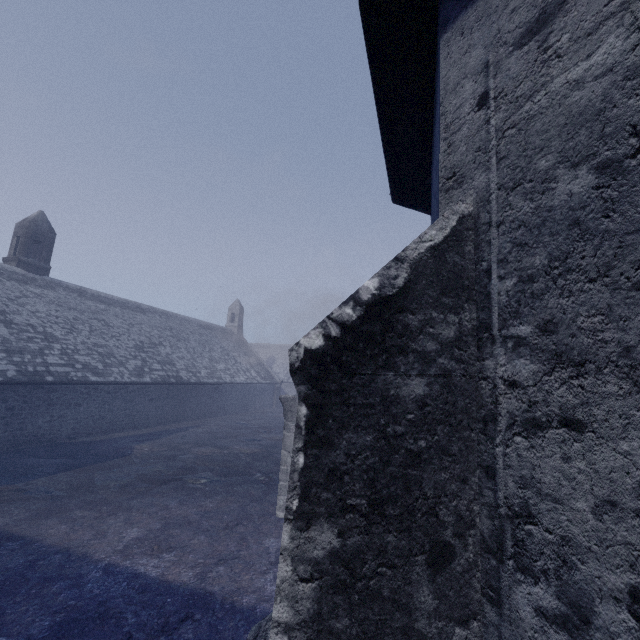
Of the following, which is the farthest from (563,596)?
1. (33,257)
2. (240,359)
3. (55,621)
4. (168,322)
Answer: (240,359)
